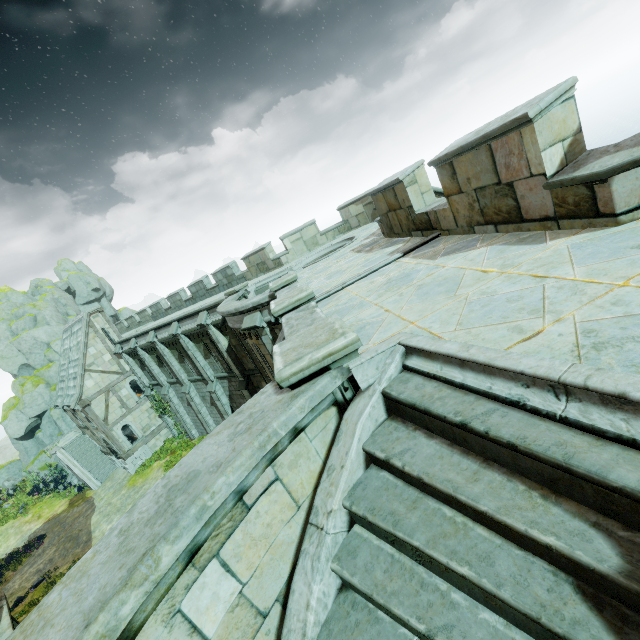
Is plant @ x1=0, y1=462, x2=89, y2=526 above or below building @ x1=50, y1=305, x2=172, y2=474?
below

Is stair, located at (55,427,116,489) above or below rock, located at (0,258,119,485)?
below

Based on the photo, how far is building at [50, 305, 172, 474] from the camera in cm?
2611

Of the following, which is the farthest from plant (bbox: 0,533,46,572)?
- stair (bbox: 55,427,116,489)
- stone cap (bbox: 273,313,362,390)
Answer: stone cap (bbox: 273,313,362,390)

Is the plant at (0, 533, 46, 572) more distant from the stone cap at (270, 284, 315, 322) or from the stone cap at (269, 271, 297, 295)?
the stone cap at (270, 284, 315, 322)

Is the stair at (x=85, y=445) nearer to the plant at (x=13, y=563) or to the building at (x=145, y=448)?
the building at (x=145, y=448)

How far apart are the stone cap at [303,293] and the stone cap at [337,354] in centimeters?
219cm

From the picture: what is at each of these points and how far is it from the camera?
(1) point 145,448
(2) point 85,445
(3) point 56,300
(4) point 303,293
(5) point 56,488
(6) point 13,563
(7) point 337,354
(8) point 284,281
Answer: (1) building, 27.80m
(2) stair, 31.02m
(3) rock, 43.69m
(4) stone cap, 6.19m
(5) plant, 32.16m
(6) plant, 23.25m
(7) stone cap, 3.14m
(8) stone cap, 9.45m
